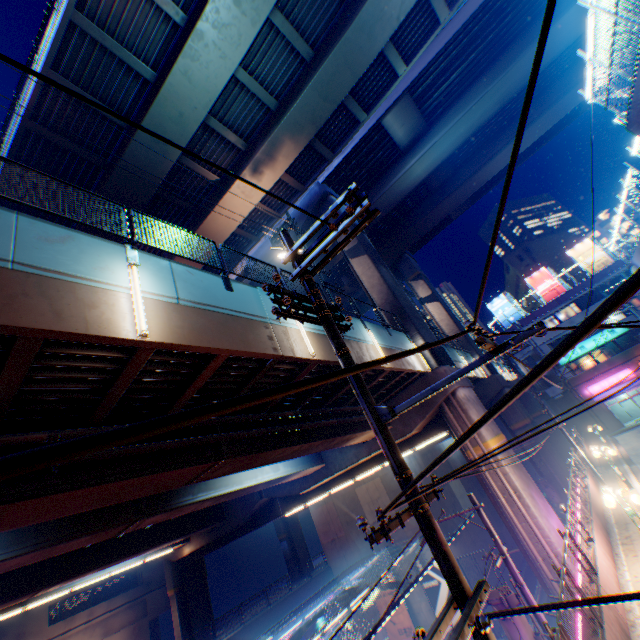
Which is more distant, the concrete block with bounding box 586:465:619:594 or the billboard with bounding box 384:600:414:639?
the billboard with bounding box 384:600:414:639

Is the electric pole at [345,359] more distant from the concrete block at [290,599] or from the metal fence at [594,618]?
the concrete block at [290,599]

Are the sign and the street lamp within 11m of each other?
no

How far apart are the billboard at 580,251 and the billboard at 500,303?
9.0 meters

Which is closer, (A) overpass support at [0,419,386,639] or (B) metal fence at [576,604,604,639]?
(B) metal fence at [576,604,604,639]

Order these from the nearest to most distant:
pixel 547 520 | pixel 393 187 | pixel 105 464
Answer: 1. pixel 105 464
2. pixel 547 520
3. pixel 393 187

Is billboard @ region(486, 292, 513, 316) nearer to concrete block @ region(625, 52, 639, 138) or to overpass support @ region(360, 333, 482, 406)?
overpass support @ region(360, 333, 482, 406)

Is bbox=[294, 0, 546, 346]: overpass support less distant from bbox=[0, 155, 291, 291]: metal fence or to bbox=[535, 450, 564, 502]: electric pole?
bbox=[0, 155, 291, 291]: metal fence
